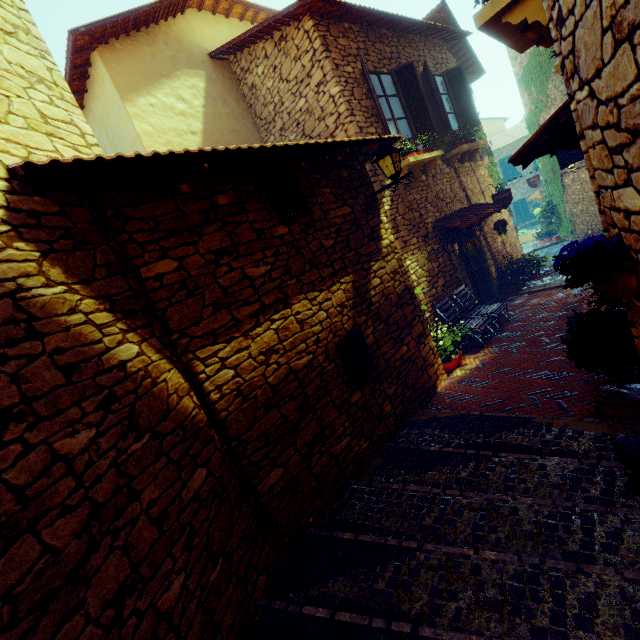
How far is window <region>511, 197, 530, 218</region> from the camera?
27.48m

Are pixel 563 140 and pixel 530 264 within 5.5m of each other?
no

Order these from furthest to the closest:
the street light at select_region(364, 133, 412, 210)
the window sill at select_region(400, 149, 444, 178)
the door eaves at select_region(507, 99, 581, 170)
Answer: the window sill at select_region(400, 149, 444, 178)
the street light at select_region(364, 133, 412, 210)
the door eaves at select_region(507, 99, 581, 170)

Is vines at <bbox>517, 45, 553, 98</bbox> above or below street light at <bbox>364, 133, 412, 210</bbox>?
above

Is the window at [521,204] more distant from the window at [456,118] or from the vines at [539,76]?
the window at [456,118]

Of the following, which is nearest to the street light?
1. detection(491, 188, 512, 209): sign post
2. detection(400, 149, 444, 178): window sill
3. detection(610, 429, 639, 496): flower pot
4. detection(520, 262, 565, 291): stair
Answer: detection(400, 149, 444, 178): window sill

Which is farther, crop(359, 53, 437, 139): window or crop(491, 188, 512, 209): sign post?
crop(491, 188, 512, 209): sign post

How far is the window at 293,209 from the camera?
4.07m
